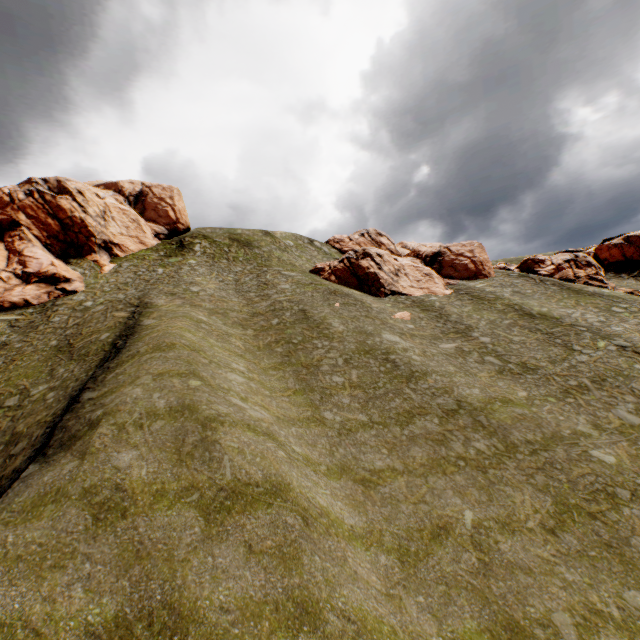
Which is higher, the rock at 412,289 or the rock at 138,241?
the rock at 138,241

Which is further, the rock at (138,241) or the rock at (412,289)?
the rock at (412,289)

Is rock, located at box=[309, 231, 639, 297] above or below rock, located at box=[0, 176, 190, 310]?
below

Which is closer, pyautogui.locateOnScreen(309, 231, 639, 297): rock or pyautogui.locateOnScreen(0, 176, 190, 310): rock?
pyautogui.locateOnScreen(0, 176, 190, 310): rock

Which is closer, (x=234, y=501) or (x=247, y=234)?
(x=234, y=501)
